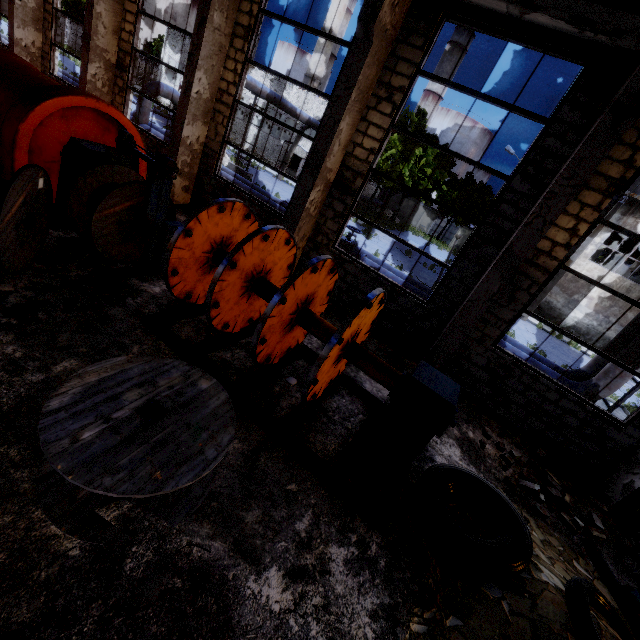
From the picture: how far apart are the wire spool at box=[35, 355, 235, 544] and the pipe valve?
8.6 meters

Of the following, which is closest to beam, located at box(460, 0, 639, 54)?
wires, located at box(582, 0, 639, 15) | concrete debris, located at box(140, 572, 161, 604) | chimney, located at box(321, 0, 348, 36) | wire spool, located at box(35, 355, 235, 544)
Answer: wires, located at box(582, 0, 639, 15)

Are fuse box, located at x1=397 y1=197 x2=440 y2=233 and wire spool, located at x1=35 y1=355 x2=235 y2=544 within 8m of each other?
no

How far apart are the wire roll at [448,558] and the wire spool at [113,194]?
6.13m

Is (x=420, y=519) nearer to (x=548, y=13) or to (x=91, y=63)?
(x=548, y=13)

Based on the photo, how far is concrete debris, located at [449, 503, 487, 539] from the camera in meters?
4.2 m

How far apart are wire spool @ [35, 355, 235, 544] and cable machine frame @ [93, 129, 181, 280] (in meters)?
2.73

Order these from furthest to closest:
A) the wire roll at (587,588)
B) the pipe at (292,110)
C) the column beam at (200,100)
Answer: the pipe at (292,110), the column beam at (200,100), the wire roll at (587,588)
